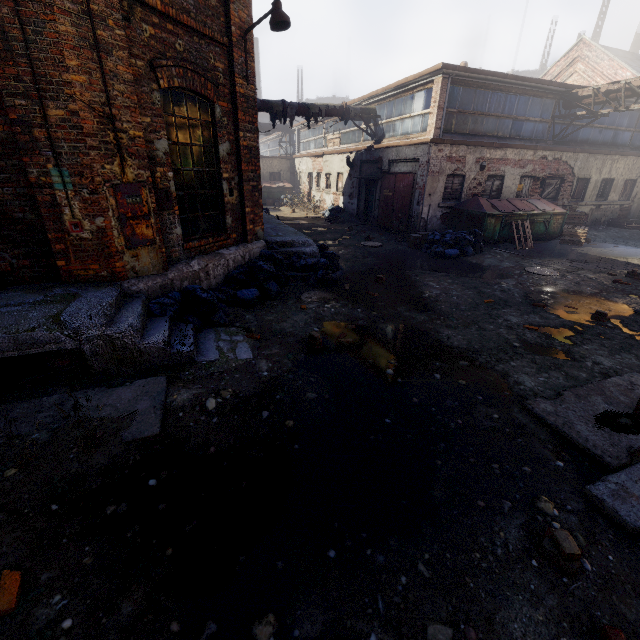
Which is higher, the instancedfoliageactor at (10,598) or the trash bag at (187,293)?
the trash bag at (187,293)

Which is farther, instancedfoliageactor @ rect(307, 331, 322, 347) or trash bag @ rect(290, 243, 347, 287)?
trash bag @ rect(290, 243, 347, 287)

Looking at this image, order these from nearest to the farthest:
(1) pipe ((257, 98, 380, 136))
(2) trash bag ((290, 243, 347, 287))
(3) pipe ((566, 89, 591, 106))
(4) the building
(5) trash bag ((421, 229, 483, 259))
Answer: (4) the building
(2) trash bag ((290, 243, 347, 287))
(5) trash bag ((421, 229, 483, 259))
(3) pipe ((566, 89, 591, 106))
(1) pipe ((257, 98, 380, 136))

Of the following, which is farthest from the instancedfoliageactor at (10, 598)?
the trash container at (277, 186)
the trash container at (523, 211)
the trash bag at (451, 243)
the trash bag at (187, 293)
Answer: the trash container at (277, 186)

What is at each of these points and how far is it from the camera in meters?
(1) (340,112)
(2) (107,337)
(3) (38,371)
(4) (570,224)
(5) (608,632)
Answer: (1) pipe, 15.9 m
(2) building, 4.0 m
(3) pallet, 4.1 m
(4) pallet, 14.8 m
(5) instancedfoliageactor, 2.0 m

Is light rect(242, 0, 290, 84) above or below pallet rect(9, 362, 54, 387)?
above

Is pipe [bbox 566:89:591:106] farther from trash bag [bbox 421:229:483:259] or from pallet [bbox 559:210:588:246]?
trash bag [bbox 421:229:483:259]

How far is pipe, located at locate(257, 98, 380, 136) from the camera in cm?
1475
